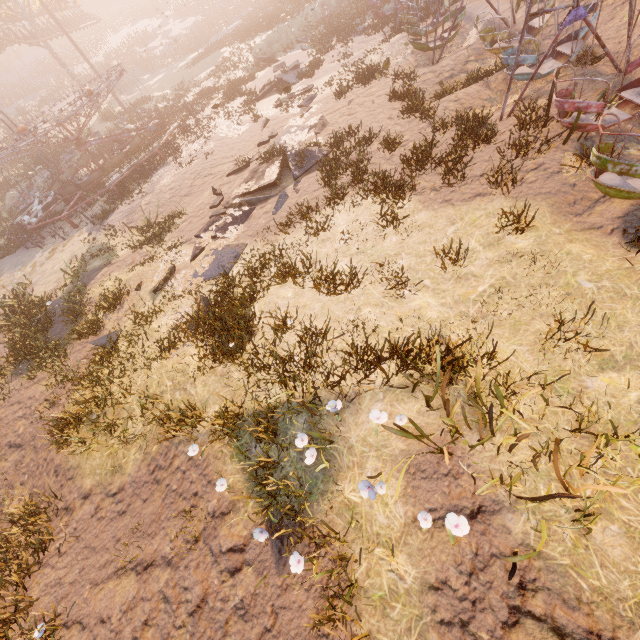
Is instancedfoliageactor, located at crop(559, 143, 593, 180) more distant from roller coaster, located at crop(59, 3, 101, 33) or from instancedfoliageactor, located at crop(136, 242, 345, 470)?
roller coaster, located at crop(59, 3, 101, 33)

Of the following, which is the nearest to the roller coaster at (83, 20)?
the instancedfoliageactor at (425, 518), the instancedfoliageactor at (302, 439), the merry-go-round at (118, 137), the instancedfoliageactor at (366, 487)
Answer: the merry-go-round at (118, 137)

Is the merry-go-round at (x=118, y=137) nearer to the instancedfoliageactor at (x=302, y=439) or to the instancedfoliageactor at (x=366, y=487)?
the instancedfoliageactor at (x=302, y=439)

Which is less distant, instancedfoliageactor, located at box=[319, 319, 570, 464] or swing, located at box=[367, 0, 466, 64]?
instancedfoliageactor, located at box=[319, 319, 570, 464]

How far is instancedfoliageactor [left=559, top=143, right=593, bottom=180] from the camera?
6.7 meters

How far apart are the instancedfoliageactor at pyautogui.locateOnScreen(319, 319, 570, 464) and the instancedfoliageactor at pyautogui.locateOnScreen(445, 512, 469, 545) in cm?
131

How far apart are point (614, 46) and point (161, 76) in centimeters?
4198cm

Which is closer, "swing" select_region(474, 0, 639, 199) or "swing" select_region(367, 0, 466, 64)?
"swing" select_region(474, 0, 639, 199)
